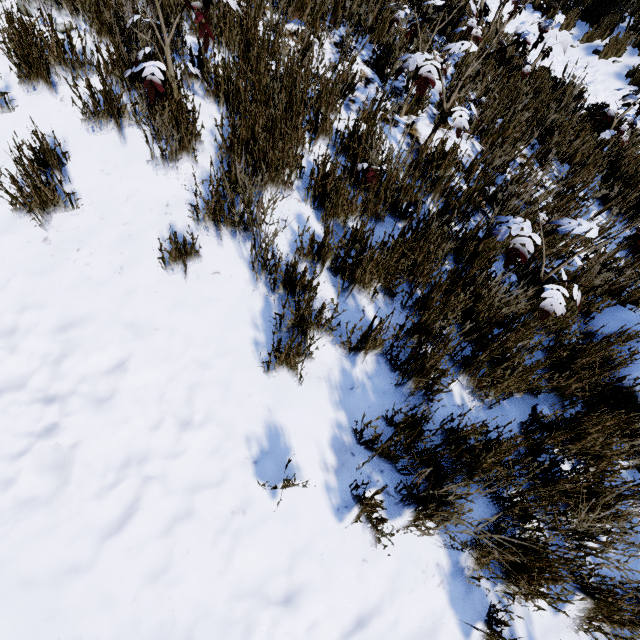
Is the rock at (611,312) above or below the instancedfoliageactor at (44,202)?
below

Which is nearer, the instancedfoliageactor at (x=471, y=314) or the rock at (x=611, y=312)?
the instancedfoliageactor at (x=471, y=314)

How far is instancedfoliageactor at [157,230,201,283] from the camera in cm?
188

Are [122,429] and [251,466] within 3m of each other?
yes

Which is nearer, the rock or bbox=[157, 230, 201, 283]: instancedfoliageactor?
bbox=[157, 230, 201, 283]: instancedfoliageactor

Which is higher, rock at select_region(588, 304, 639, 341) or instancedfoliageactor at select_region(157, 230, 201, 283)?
instancedfoliageactor at select_region(157, 230, 201, 283)
